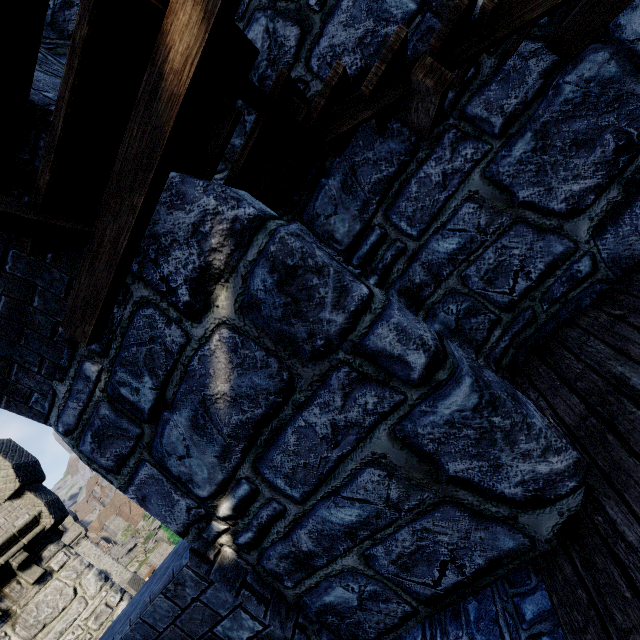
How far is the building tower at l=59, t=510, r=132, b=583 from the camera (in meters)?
41.78

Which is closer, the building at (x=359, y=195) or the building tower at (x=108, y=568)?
the building at (x=359, y=195)

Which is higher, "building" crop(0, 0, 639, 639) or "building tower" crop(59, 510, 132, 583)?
"building tower" crop(59, 510, 132, 583)

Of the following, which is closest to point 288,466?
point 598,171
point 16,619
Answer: point 598,171

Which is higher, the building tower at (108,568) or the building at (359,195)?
the building tower at (108,568)

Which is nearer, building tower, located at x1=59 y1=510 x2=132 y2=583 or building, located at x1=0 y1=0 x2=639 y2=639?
building, located at x1=0 y1=0 x2=639 y2=639
